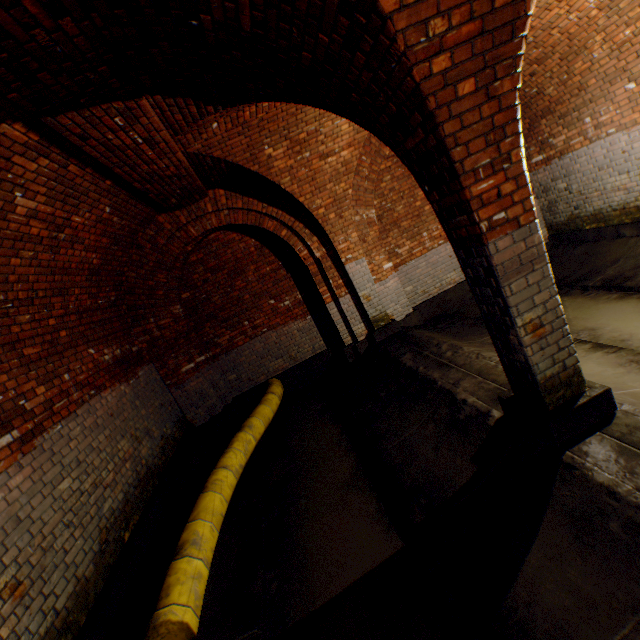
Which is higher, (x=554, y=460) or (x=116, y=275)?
(x=116, y=275)

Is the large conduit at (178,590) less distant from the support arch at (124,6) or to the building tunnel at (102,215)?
the building tunnel at (102,215)

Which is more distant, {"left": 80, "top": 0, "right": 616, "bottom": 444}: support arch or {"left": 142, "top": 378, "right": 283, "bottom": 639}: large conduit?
{"left": 142, "top": 378, "right": 283, "bottom": 639}: large conduit

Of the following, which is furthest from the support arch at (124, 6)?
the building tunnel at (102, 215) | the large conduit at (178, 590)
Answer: the large conduit at (178, 590)

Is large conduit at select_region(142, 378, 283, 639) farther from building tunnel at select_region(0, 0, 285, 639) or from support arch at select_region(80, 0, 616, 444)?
support arch at select_region(80, 0, 616, 444)

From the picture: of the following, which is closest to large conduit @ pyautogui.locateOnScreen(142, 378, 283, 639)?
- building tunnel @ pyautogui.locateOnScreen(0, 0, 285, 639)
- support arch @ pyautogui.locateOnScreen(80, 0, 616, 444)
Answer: building tunnel @ pyautogui.locateOnScreen(0, 0, 285, 639)
